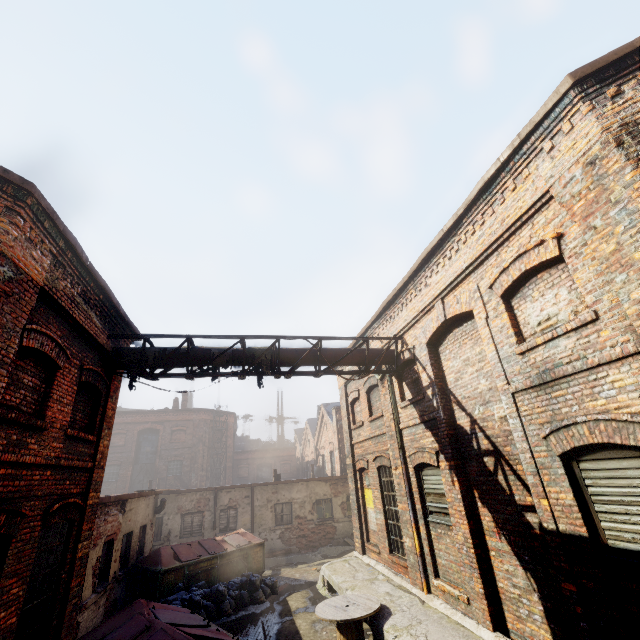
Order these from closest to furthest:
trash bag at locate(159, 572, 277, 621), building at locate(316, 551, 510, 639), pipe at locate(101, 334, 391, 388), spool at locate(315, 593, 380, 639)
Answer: building at locate(316, 551, 510, 639) < spool at locate(315, 593, 380, 639) < pipe at locate(101, 334, 391, 388) < trash bag at locate(159, 572, 277, 621)

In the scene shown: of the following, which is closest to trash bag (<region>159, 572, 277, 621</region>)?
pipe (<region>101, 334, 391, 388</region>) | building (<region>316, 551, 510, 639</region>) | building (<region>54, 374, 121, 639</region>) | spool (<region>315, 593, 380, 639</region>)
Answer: building (<region>316, 551, 510, 639</region>)

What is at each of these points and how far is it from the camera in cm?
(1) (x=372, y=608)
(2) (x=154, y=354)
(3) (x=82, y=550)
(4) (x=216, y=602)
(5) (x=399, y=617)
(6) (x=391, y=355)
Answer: (1) spool, 723
(2) pipe, 827
(3) building, 688
(4) trash bag, 1004
(5) building, 705
(6) pipe, 968

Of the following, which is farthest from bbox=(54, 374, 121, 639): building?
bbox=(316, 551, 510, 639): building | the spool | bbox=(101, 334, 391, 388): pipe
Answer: bbox=(316, 551, 510, 639): building

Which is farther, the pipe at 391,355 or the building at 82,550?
the pipe at 391,355

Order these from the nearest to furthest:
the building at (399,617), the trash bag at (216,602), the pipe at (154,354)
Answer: the building at (399,617) < the pipe at (154,354) < the trash bag at (216,602)

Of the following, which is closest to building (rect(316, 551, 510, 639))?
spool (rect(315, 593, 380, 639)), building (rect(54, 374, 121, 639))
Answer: spool (rect(315, 593, 380, 639))

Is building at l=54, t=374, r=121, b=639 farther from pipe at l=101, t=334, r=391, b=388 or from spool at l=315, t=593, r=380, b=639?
spool at l=315, t=593, r=380, b=639
